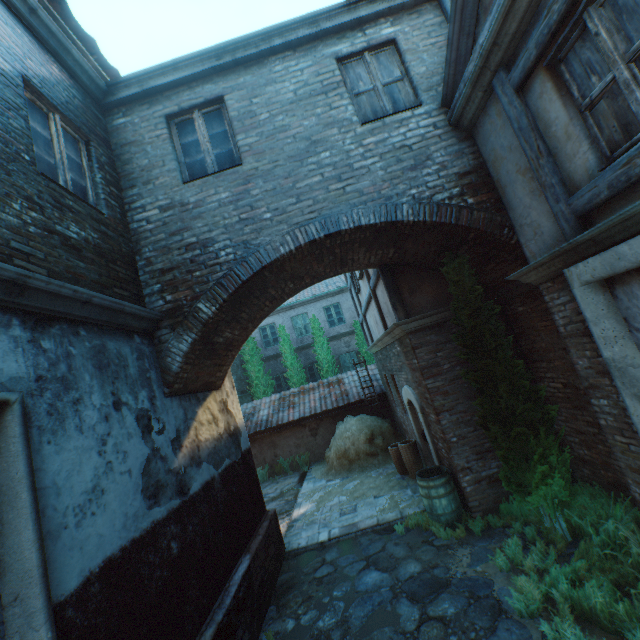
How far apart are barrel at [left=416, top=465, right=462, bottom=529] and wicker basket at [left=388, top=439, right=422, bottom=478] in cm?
184

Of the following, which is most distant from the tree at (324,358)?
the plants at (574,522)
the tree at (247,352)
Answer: the plants at (574,522)

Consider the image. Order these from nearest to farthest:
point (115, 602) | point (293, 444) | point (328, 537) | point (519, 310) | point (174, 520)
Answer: point (115, 602) < point (174, 520) < point (519, 310) < point (328, 537) < point (293, 444)

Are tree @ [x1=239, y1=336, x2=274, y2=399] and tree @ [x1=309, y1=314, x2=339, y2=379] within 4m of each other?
yes

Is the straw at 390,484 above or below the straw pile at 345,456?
below

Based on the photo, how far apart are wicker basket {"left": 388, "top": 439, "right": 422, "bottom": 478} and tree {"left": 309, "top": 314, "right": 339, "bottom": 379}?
8.2m

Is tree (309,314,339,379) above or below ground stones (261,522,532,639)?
above

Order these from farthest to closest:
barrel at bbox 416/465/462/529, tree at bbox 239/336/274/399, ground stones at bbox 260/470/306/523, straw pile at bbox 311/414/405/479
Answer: tree at bbox 239/336/274/399 < straw pile at bbox 311/414/405/479 < ground stones at bbox 260/470/306/523 < barrel at bbox 416/465/462/529
